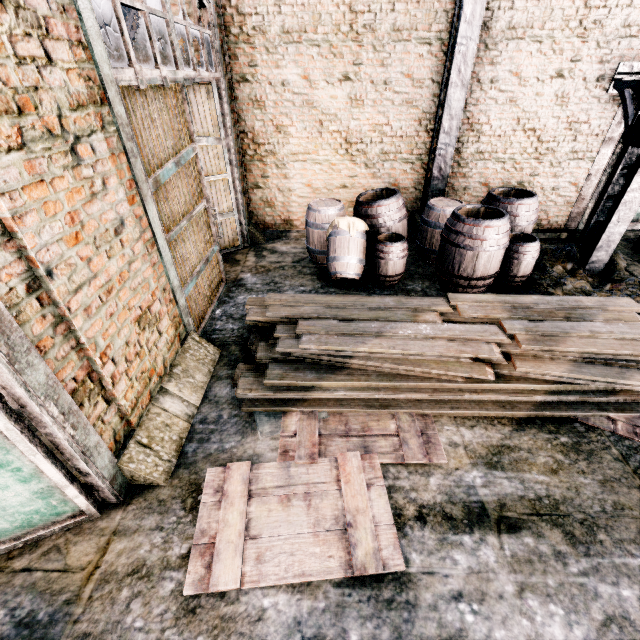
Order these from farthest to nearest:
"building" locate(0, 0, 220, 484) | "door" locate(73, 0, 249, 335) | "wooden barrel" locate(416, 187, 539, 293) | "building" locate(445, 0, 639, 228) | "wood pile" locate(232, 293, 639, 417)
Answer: "building" locate(445, 0, 639, 228)
"wooden barrel" locate(416, 187, 539, 293)
"wood pile" locate(232, 293, 639, 417)
"door" locate(73, 0, 249, 335)
"building" locate(0, 0, 220, 484)

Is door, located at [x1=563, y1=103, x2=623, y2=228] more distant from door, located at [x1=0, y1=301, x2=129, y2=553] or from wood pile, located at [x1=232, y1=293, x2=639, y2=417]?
door, located at [x1=0, y1=301, x2=129, y2=553]

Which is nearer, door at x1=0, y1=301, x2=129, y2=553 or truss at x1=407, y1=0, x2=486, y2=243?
door at x1=0, y1=301, x2=129, y2=553

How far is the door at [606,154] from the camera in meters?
7.4 m

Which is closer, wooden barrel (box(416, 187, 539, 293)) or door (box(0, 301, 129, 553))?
door (box(0, 301, 129, 553))

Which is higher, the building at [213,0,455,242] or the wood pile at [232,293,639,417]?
the building at [213,0,455,242]

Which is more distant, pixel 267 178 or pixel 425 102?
pixel 267 178

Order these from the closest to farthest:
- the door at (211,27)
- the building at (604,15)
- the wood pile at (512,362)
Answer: the door at (211,27) → the wood pile at (512,362) → the building at (604,15)
